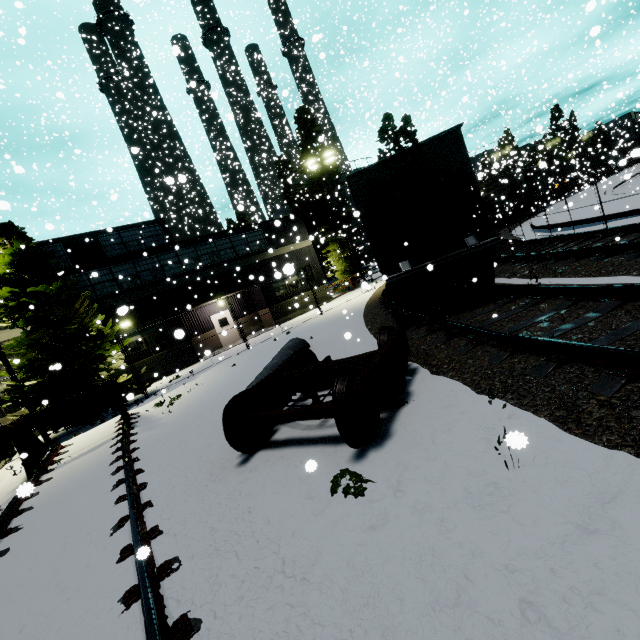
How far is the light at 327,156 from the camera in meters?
21.4 m

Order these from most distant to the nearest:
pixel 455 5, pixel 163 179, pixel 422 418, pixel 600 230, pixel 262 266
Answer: pixel 163 179
pixel 262 266
pixel 455 5
pixel 600 230
pixel 422 418

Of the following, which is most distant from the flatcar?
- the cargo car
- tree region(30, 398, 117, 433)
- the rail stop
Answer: tree region(30, 398, 117, 433)

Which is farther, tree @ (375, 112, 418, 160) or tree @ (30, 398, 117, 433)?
tree @ (375, 112, 418, 160)

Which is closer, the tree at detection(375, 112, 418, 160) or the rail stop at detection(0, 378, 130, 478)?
the rail stop at detection(0, 378, 130, 478)

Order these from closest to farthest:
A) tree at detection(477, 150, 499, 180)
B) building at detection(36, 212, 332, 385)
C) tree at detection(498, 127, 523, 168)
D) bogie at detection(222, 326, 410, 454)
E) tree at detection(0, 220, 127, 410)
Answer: bogie at detection(222, 326, 410, 454) < tree at detection(0, 220, 127, 410) < tree at detection(477, 150, 499, 180) < building at detection(36, 212, 332, 385) < tree at detection(498, 127, 523, 168)

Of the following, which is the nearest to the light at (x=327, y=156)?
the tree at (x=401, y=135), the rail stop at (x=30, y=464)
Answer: the rail stop at (x=30, y=464)

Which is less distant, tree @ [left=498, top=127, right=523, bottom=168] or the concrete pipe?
the concrete pipe
